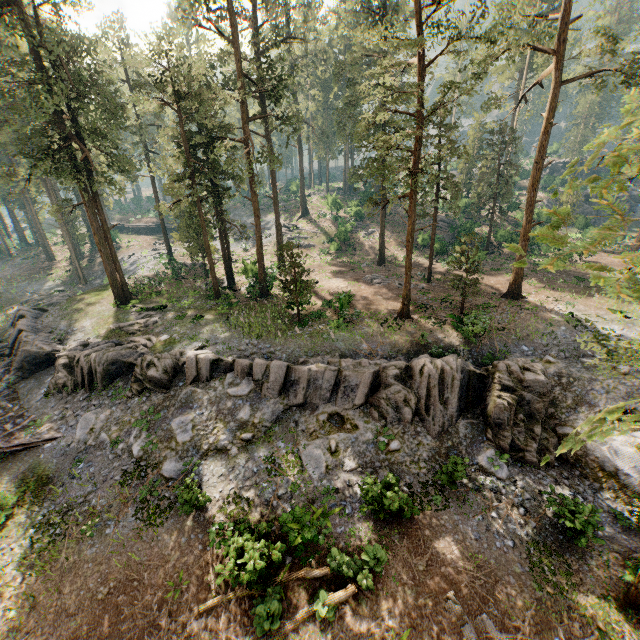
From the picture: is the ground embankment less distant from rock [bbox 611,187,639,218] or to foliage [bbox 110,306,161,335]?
foliage [bbox 110,306,161,335]

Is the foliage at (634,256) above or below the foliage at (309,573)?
above

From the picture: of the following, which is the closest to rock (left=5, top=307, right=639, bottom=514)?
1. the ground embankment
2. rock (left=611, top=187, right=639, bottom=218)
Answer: the ground embankment

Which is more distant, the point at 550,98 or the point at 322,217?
the point at 322,217

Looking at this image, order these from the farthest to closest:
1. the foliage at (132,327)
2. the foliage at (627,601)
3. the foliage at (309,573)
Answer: the foliage at (132,327) < the foliage at (309,573) < the foliage at (627,601)

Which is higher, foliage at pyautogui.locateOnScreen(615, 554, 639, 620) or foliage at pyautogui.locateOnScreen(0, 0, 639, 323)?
foliage at pyautogui.locateOnScreen(0, 0, 639, 323)
